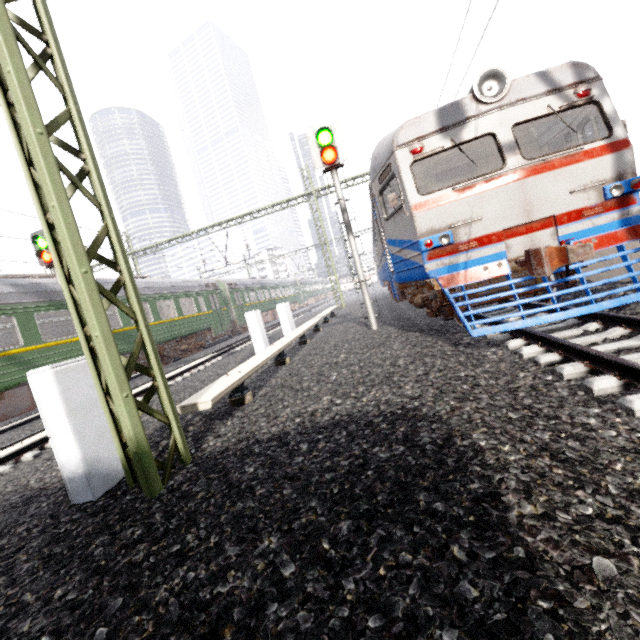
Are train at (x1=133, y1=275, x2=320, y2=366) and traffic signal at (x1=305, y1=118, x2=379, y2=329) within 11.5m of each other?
no

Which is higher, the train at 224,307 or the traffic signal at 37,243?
the traffic signal at 37,243

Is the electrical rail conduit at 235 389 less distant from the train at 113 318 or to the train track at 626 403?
the train track at 626 403

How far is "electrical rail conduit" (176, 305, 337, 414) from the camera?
4.22m

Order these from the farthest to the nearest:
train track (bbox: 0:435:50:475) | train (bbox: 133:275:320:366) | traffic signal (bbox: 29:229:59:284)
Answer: train (bbox: 133:275:320:366) < traffic signal (bbox: 29:229:59:284) < train track (bbox: 0:435:50:475)

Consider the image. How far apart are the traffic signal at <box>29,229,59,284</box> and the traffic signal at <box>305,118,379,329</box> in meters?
9.0 m

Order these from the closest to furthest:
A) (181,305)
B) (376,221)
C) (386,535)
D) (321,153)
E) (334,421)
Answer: (386,535) < (334,421) < (321,153) < (376,221) < (181,305)

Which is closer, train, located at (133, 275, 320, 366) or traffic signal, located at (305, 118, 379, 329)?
traffic signal, located at (305, 118, 379, 329)
